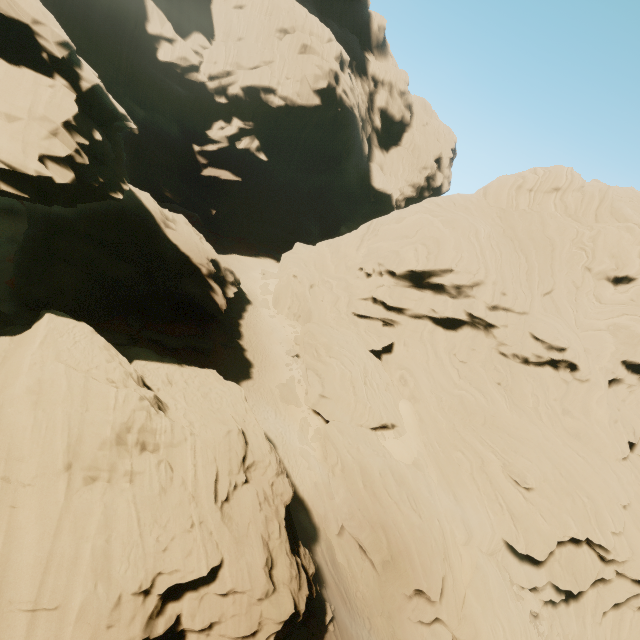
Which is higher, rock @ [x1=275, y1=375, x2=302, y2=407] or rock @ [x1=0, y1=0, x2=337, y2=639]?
rock @ [x1=0, y1=0, x2=337, y2=639]

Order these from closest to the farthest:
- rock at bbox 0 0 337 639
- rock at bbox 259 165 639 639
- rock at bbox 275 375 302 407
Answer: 1. rock at bbox 0 0 337 639
2. rock at bbox 259 165 639 639
3. rock at bbox 275 375 302 407

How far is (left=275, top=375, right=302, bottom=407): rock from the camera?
31.7 meters

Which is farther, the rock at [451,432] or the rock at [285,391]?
the rock at [285,391]

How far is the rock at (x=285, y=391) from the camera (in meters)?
31.69

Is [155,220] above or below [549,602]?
above

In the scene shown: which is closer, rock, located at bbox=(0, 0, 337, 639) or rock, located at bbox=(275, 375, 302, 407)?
rock, located at bbox=(0, 0, 337, 639)
